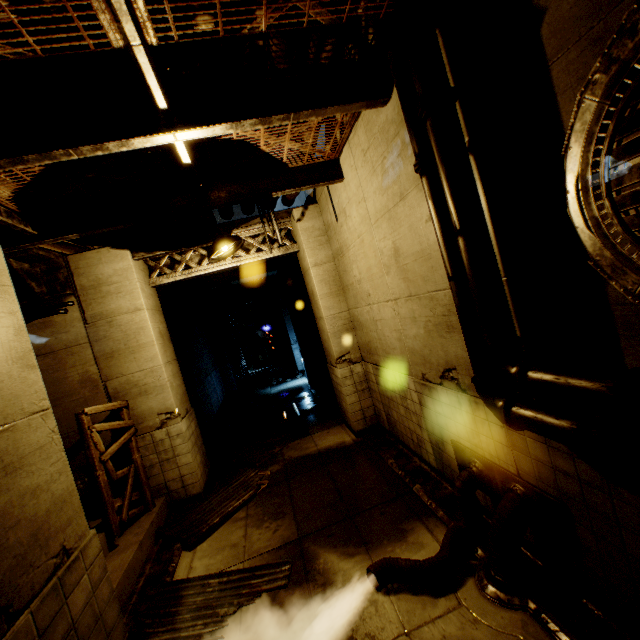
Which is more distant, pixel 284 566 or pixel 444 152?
pixel 284 566

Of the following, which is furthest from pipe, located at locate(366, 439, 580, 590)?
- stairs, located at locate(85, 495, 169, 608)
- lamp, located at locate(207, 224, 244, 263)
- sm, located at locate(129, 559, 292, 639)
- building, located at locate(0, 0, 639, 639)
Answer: lamp, located at locate(207, 224, 244, 263)

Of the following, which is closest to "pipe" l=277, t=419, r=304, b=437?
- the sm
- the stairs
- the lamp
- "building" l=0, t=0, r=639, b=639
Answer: "building" l=0, t=0, r=639, b=639

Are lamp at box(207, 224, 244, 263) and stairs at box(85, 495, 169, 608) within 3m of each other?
no

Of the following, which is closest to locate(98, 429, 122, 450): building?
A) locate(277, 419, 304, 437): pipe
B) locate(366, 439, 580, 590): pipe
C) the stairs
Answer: locate(366, 439, 580, 590): pipe

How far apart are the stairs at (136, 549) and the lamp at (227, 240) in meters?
4.8

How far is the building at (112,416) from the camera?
6.88m

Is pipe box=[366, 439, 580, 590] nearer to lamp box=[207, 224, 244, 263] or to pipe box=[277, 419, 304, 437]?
lamp box=[207, 224, 244, 263]
